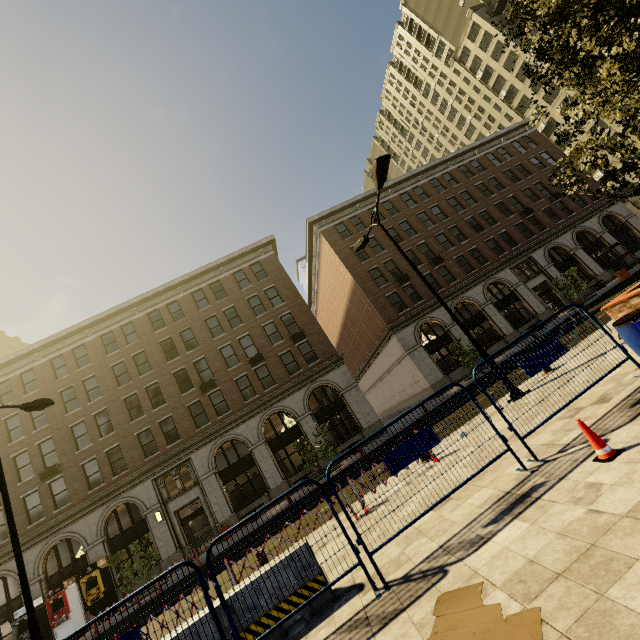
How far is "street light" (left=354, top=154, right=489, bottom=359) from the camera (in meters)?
9.85

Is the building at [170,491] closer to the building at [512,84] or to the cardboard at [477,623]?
the building at [512,84]

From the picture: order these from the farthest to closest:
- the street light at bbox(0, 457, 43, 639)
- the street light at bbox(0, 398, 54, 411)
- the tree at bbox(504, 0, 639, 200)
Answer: the street light at bbox(0, 398, 54, 411) < the street light at bbox(0, 457, 43, 639) < the tree at bbox(504, 0, 639, 200)

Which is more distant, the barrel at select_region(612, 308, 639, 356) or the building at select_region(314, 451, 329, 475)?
the building at select_region(314, 451, 329, 475)

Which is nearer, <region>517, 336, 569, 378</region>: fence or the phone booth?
<region>517, 336, 569, 378</region>: fence

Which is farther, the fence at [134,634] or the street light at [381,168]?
the street light at [381,168]

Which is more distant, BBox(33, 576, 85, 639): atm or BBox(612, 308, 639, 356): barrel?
BBox(33, 576, 85, 639): atm

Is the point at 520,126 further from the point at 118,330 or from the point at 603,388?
the point at 118,330
